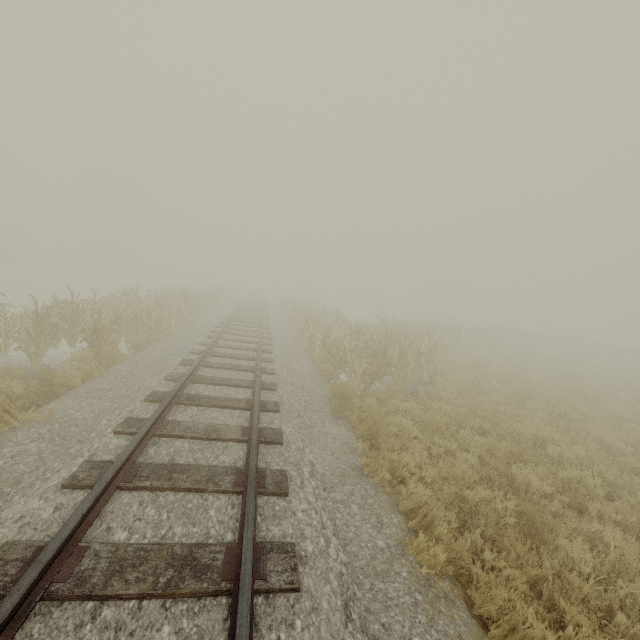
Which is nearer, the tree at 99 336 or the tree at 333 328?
the tree at 99 336

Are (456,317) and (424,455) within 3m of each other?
no

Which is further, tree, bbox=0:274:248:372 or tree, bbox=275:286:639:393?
tree, bbox=275:286:639:393
